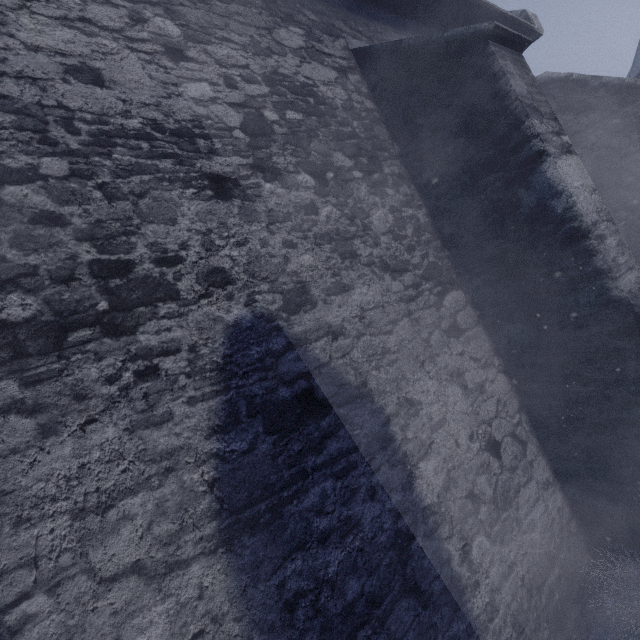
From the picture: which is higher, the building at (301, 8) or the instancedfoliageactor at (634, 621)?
the building at (301, 8)

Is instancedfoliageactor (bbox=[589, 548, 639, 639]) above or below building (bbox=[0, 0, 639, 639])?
below

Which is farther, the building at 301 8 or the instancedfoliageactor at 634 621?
the instancedfoliageactor at 634 621

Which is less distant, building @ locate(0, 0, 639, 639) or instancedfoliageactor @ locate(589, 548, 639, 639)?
building @ locate(0, 0, 639, 639)

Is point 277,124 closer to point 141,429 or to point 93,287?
point 93,287
